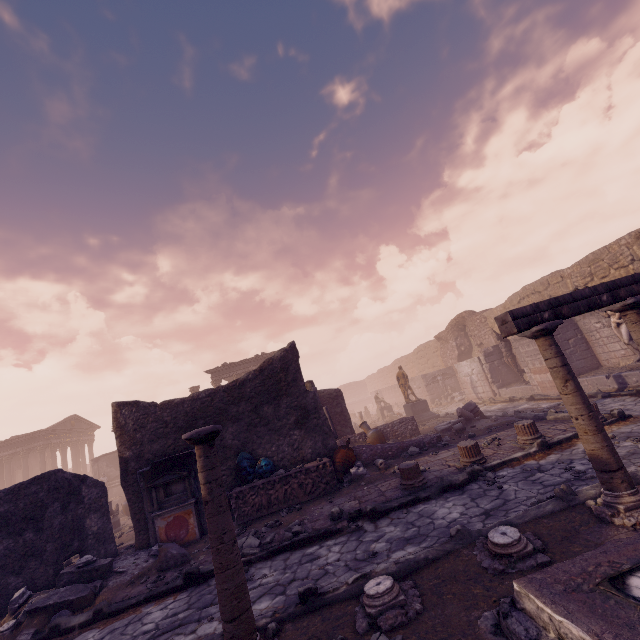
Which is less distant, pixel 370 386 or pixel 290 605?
pixel 290 605

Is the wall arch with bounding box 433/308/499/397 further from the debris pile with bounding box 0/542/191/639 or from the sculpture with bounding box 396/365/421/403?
the debris pile with bounding box 0/542/191/639

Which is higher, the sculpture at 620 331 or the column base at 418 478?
the sculpture at 620 331

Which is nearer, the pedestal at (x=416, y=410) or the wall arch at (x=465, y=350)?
the pedestal at (x=416, y=410)

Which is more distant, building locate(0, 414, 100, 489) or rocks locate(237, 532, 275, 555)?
building locate(0, 414, 100, 489)

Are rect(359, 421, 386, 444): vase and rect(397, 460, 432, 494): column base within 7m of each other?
yes

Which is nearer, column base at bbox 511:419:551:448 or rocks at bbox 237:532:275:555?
rocks at bbox 237:532:275:555

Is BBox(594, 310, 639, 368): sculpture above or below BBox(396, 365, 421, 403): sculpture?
below
